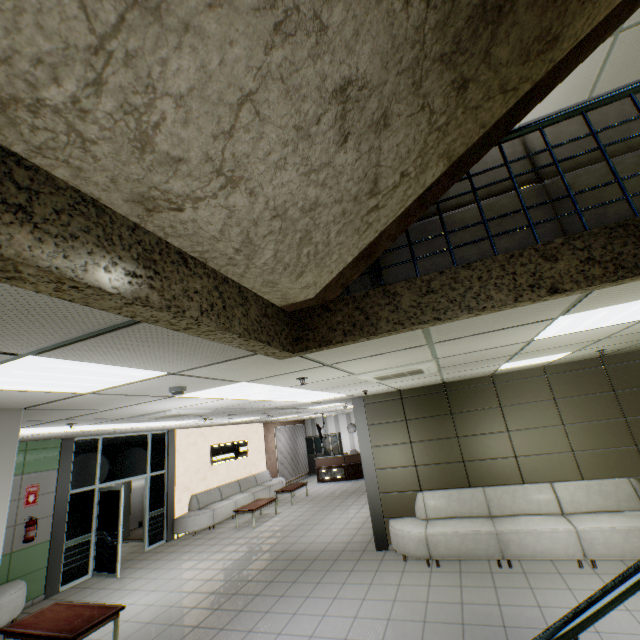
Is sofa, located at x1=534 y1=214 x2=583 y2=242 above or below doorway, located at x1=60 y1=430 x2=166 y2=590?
above

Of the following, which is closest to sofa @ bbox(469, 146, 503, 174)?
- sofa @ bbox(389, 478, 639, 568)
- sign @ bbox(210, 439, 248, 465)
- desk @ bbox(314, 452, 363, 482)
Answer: sofa @ bbox(389, 478, 639, 568)

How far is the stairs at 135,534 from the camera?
10.8 meters

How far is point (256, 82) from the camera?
1.0m

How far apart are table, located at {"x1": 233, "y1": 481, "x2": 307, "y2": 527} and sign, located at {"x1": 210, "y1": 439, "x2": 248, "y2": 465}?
2.1m

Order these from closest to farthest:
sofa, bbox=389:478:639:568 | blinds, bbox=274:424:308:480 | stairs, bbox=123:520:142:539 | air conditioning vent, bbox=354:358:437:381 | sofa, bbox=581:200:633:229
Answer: sofa, bbox=581:200:633:229
air conditioning vent, bbox=354:358:437:381
sofa, bbox=389:478:639:568
stairs, bbox=123:520:142:539
blinds, bbox=274:424:308:480

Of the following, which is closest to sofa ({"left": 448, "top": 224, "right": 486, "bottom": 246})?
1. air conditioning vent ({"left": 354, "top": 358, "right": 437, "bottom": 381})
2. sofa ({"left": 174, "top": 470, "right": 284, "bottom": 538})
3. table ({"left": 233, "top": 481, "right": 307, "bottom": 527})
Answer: air conditioning vent ({"left": 354, "top": 358, "right": 437, "bottom": 381})

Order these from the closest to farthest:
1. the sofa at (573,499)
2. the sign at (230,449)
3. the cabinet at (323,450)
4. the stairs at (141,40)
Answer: the stairs at (141,40), the sofa at (573,499), the sign at (230,449), the cabinet at (323,450)
